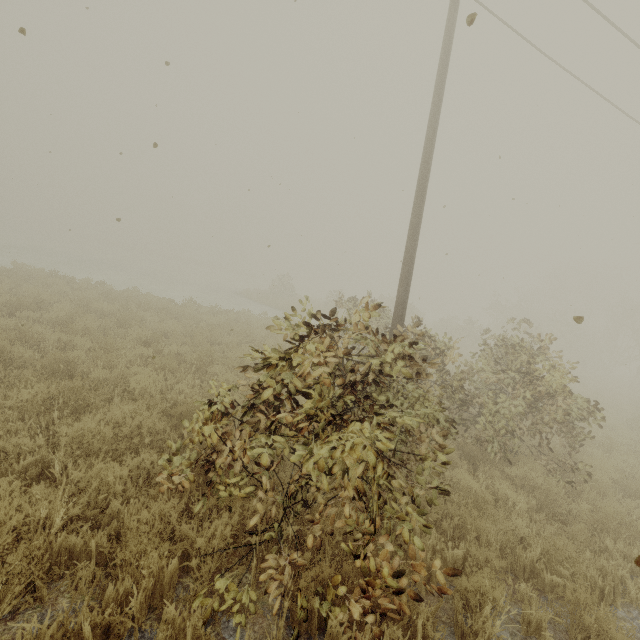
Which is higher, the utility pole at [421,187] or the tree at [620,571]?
the utility pole at [421,187]

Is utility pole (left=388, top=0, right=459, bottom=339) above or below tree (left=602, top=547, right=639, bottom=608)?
above

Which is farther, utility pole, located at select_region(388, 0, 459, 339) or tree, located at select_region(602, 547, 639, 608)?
utility pole, located at select_region(388, 0, 459, 339)

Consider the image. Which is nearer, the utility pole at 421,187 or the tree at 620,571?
the tree at 620,571

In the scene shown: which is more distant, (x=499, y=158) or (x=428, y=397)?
(x=499, y=158)
